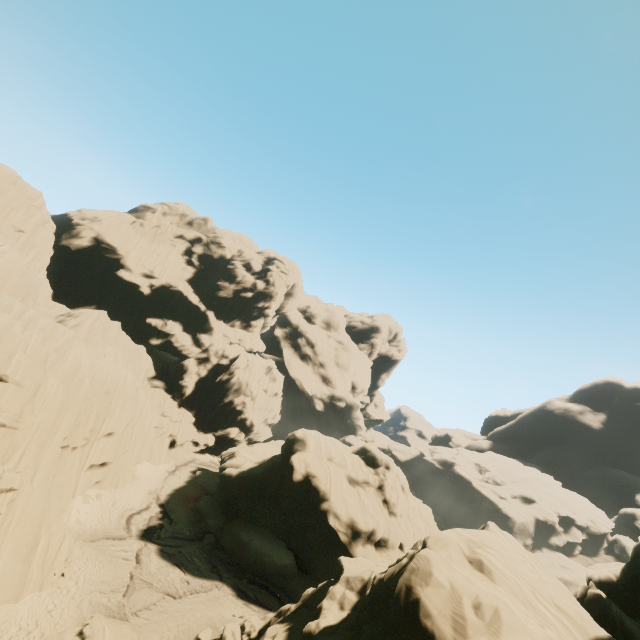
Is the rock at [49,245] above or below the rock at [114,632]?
above

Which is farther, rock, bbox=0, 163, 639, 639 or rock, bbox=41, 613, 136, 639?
rock, bbox=41, 613, 136, 639

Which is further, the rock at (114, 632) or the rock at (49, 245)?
the rock at (114, 632)

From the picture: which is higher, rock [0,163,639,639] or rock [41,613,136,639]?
rock [0,163,639,639]

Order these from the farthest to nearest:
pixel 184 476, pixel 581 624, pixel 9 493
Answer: pixel 184 476
pixel 9 493
pixel 581 624
